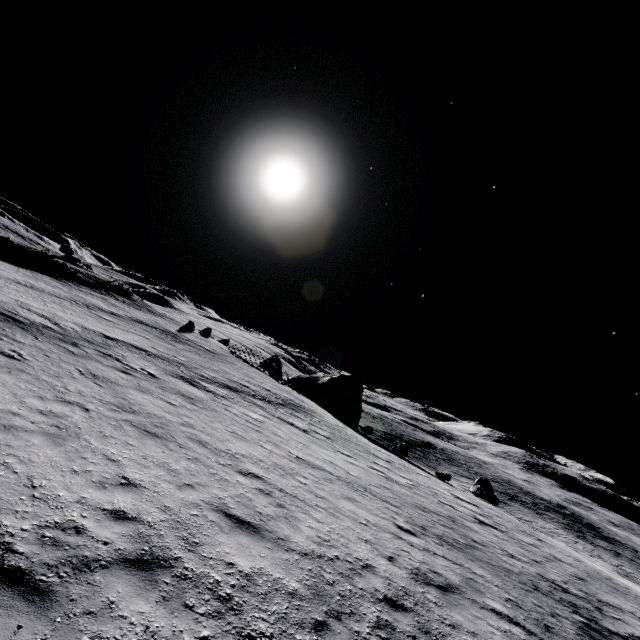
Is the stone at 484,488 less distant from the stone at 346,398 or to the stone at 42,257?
the stone at 346,398

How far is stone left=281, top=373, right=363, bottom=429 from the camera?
39.7 meters

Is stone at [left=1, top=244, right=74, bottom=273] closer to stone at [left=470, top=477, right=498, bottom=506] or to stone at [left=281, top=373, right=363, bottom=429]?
stone at [left=281, top=373, right=363, bottom=429]

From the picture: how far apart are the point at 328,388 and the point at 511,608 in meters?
34.4

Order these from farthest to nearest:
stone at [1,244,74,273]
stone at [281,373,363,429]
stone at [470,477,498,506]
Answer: stone at [281,373,363,429]
stone at [1,244,74,273]
stone at [470,477,498,506]

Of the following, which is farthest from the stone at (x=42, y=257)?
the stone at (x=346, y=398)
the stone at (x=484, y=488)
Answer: the stone at (x=484, y=488)
